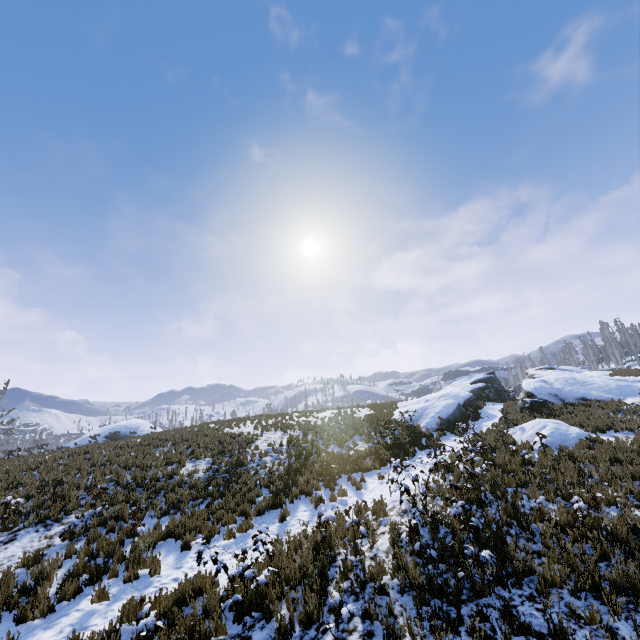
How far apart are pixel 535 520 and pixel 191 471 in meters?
12.2 m

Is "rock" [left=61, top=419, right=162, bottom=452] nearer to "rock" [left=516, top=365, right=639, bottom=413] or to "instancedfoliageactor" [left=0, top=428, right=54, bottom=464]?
"instancedfoliageactor" [left=0, top=428, right=54, bottom=464]

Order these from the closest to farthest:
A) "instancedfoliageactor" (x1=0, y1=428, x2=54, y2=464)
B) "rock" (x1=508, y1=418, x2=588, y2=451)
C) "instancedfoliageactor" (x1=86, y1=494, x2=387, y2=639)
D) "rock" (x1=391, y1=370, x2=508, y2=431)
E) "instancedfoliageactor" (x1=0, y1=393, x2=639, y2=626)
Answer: "instancedfoliageactor" (x1=86, y1=494, x2=387, y2=639), "instancedfoliageactor" (x1=0, y1=393, x2=639, y2=626), "rock" (x1=508, y1=418, x2=588, y2=451), "instancedfoliageactor" (x1=0, y1=428, x2=54, y2=464), "rock" (x1=391, y1=370, x2=508, y2=431)

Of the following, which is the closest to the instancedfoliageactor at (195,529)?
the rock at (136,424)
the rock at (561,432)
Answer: the rock at (561,432)

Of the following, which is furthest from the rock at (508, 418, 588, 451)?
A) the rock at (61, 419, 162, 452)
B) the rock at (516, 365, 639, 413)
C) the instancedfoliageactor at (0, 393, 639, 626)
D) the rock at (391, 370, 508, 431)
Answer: the rock at (61, 419, 162, 452)

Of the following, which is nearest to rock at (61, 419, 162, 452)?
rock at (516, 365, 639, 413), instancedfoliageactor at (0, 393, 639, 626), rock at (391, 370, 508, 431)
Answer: instancedfoliageactor at (0, 393, 639, 626)

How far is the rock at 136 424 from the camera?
20.9m

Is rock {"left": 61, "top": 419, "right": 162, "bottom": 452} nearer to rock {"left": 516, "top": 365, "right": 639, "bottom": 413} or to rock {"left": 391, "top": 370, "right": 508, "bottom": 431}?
rock {"left": 391, "top": 370, "right": 508, "bottom": 431}
